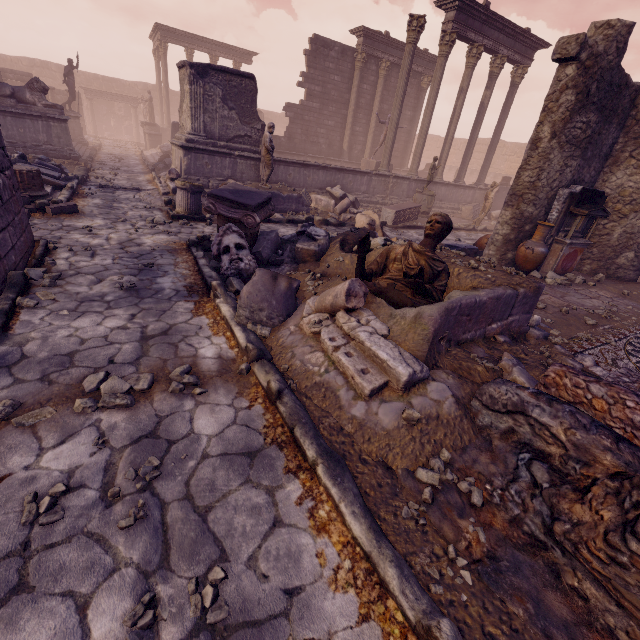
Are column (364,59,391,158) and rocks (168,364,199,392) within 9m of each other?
no

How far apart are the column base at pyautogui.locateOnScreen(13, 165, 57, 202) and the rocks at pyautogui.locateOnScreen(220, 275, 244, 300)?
5.21m

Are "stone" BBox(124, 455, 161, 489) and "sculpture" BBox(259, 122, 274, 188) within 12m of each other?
yes

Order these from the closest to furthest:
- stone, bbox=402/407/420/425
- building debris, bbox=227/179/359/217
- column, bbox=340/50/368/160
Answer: stone, bbox=402/407/420/425, building debris, bbox=227/179/359/217, column, bbox=340/50/368/160

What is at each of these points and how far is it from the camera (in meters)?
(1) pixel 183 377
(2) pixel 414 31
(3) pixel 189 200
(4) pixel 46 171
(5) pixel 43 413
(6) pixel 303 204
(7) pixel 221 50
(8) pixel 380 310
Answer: (1) rocks, 3.14
(2) column, 12.44
(3) column base, 8.42
(4) debris pile, 9.23
(5) rocks, 2.61
(6) building debris, 11.34
(7) entablature, 25.27
(8) building debris, 3.65

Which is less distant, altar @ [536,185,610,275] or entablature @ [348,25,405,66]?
altar @ [536,185,610,275]

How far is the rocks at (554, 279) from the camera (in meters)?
8.02

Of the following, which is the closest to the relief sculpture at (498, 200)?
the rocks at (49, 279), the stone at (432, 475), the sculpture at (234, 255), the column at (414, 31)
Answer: the column at (414, 31)
